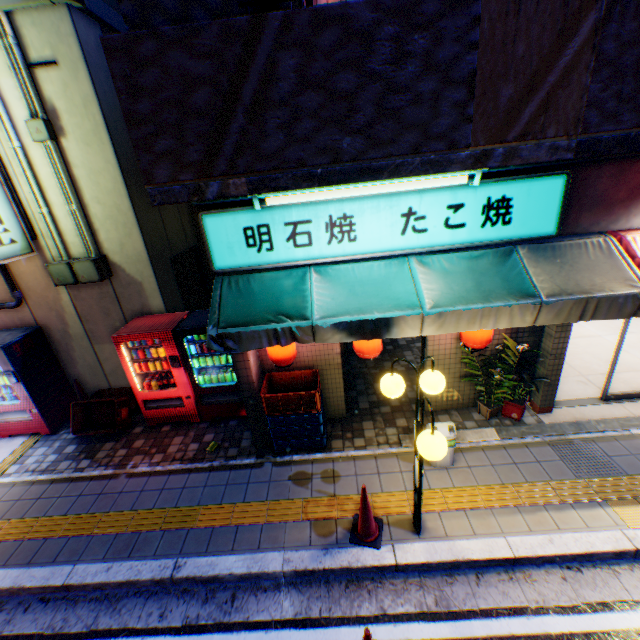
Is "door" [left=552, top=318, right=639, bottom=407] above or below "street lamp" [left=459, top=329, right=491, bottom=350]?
below

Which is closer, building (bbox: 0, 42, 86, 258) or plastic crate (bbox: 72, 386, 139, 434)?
building (bbox: 0, 42, 86, 258)

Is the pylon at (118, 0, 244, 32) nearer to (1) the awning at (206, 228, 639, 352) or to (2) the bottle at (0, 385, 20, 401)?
(1) the awning at (206, 228, 639, 352)

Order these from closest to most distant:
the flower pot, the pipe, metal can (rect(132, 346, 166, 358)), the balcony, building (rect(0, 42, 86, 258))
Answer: the balcony, the pipe, building (rect(0, 42, 86, 258)), the flower pot, metal can (rect(132, 346, 166, 358))

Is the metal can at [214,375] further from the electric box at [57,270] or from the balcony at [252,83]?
the balcony at [252,83]

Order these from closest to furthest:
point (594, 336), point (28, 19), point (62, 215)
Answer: point (28, 19), point (62, 215), point (594, 336)

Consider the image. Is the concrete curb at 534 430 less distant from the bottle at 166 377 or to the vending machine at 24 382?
the bottle at 166 377

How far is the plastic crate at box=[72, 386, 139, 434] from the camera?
6.3 meters
